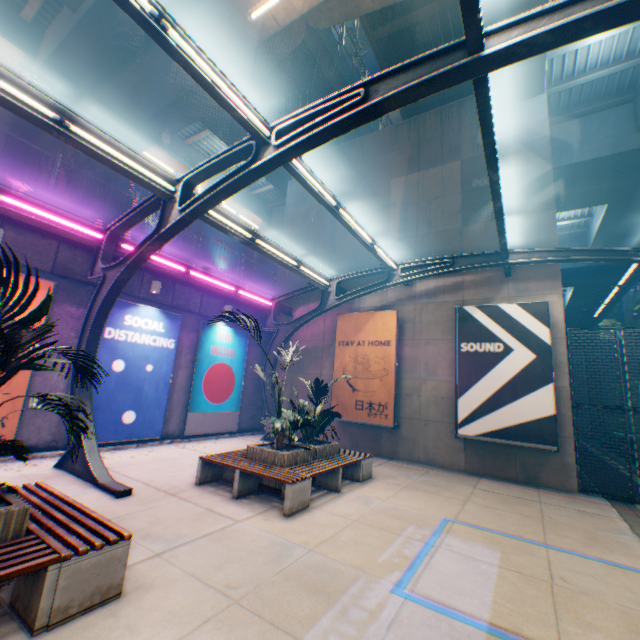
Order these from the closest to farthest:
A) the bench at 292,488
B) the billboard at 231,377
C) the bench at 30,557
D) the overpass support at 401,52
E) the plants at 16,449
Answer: the bench at 30,557
the plants at 16,449
the bench at 292,488
the overpass support at 401,52
the billboard at 231,377

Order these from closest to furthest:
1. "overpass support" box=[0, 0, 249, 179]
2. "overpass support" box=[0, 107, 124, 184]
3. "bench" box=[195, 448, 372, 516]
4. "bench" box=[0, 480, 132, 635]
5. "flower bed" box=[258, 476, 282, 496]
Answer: "bench" box=[0, 480, 132, 635] < "bench" box=[195, 448, 372, 516] < "flower bed" box=[258, 476, 282, 496] < "overpass support" box=[0, 0, 249, 179] < "overpass support" box=[0, 107, 124, 184]

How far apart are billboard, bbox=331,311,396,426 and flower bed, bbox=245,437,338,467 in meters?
4.5 m

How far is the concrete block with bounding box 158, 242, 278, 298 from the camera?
11.88m

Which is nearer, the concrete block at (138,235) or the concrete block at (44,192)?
the concrete block at (44,192)

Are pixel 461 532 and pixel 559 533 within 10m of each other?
yes

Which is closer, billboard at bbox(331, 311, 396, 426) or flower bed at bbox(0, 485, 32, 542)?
flower bed at bbox(0, 485, 32, 542)

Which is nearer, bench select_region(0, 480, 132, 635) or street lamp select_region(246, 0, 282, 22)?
bench select_region(0, 480, 132, 635)
